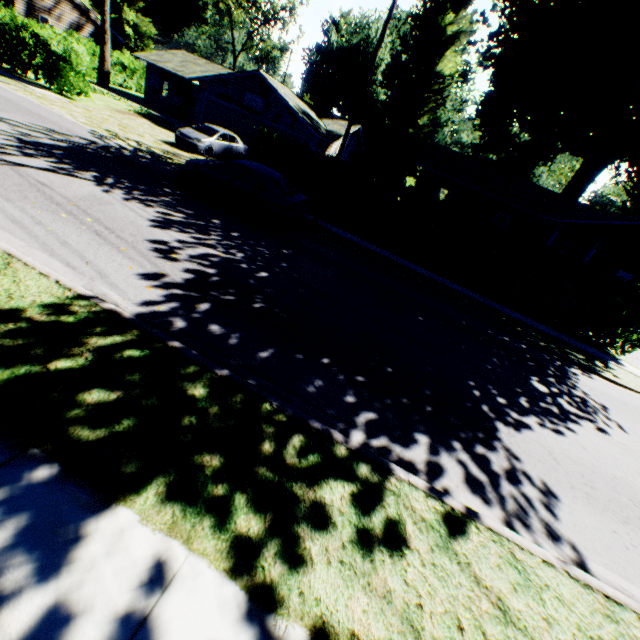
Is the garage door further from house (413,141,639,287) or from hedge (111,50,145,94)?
hedge (111,50,145,94)

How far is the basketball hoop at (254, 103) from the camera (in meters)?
23.78

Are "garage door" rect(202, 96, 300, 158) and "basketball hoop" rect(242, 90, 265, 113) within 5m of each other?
yes

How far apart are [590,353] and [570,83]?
23.06m

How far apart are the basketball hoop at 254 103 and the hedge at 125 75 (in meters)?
20.91

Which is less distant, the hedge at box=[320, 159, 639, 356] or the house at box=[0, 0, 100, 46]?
the hedge at box=[320, 159, 639, 356]

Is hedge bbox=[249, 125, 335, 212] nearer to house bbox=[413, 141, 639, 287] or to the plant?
house bbox=[413, 141, 639, 287]

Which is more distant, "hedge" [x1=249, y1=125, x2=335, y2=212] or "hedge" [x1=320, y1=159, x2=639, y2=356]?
"hedge" [x1=249, y1=125, x2=335, y2=212]
